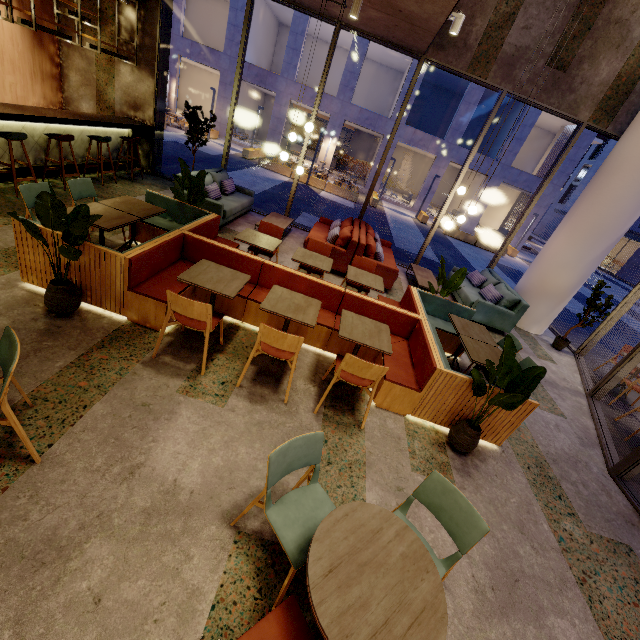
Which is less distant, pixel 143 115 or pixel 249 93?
pixel 143 115

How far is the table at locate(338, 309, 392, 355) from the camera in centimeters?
356cm

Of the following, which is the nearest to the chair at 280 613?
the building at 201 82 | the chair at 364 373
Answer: the chair at 364 373

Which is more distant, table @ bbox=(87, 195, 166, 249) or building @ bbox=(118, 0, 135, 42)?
building @ bbox=(118, 0, 135, 42)

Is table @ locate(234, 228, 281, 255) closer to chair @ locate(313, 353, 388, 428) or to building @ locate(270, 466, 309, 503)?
building @ locate(270, 466, 309, 503)

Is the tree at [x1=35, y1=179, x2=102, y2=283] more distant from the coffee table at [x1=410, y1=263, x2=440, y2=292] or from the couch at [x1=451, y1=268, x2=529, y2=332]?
the couch at [x1=451, y1=268, x2=529, y2=332]

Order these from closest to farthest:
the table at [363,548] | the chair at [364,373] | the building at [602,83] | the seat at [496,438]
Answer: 1. the table at [363,548]
2. the chair at [364,373]
3. the seat at [496,438]
4. the building at [602,83]

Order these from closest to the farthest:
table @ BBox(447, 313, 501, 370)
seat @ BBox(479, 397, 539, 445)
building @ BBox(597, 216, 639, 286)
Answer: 1. seat @ BBox(479, 397, 539, 445)
2. table @ BBox(447, 313, 501, 370)
3. building @ BBox(597, 216, 639, 286)
